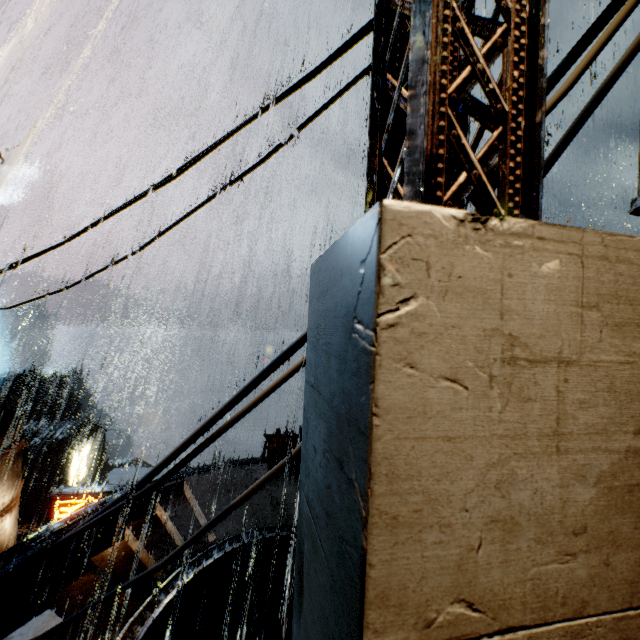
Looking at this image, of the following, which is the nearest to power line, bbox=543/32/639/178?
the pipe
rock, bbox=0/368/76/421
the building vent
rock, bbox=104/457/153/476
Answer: the building vent

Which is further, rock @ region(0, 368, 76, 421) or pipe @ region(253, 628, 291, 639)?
rock @ region(0, 368, 76, 421)

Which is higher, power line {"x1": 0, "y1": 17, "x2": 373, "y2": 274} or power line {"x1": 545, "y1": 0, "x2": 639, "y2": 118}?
power line {"x1": 0, "y1": 17, "x2": 373, "y2": 274}

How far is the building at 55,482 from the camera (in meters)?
25.86

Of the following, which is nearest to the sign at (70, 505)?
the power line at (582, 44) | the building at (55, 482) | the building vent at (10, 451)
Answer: the building at (55, 482)

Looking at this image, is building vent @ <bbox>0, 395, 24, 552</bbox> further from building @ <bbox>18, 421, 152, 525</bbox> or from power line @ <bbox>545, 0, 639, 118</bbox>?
power line @ <bbox>545, 0, 639, 118</bbox>

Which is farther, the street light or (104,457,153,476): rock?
(104,457,153,476): rock

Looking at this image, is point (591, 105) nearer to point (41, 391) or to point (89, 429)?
point (89, 429)
